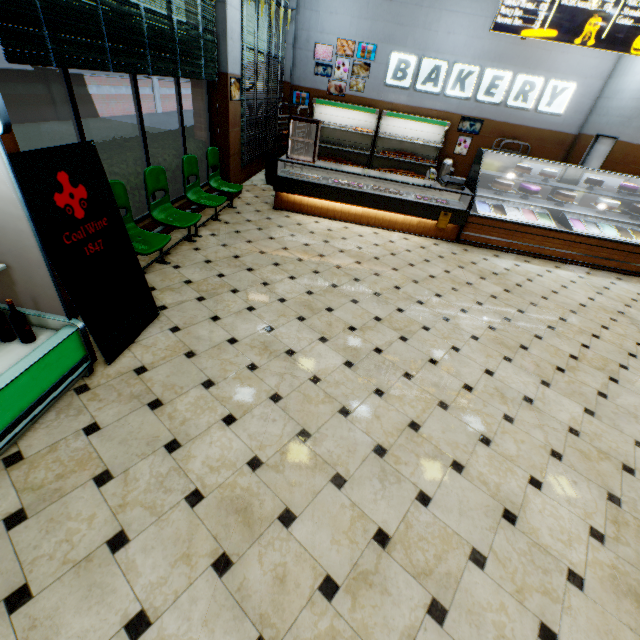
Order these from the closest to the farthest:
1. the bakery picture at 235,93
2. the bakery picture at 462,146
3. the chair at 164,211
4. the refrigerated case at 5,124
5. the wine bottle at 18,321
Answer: the refrigerated case at 5,124
the wine bottle at 18,321
the chair at 164,211
the bakery picture at 235,93
the bakery picture at 462,146

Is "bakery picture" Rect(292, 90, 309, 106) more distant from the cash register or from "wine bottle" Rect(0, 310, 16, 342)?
"wine bottle" Rect(0, 310, 16, 342)

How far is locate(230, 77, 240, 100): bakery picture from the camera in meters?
5.9

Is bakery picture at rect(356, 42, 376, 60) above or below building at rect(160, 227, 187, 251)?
above

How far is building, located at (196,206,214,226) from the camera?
5.9m

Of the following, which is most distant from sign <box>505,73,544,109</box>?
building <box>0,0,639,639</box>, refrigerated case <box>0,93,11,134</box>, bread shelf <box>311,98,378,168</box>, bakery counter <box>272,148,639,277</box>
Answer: refrigerated case <box>0,93,11,134</box>

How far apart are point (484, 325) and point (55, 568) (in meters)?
4.67

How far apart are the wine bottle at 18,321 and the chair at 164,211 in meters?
1.4 m
